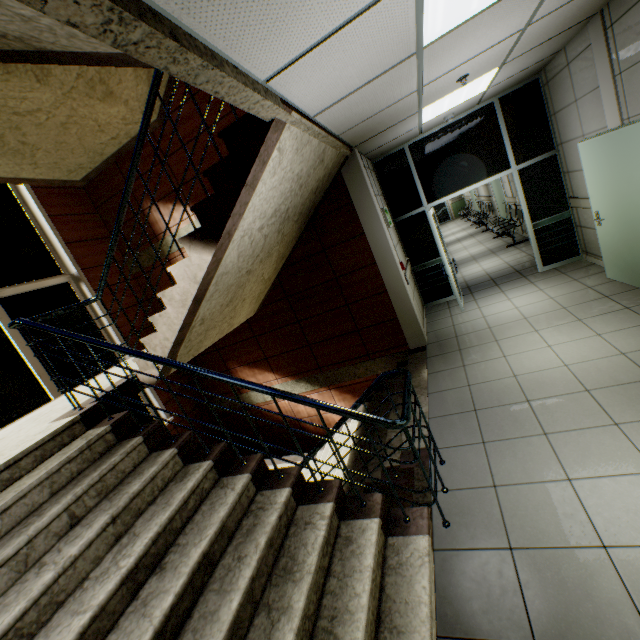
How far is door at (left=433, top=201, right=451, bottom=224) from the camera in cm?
2072

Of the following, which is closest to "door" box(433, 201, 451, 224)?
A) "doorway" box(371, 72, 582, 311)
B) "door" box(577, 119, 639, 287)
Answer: "doorway" box(371, 72, 582, 311)

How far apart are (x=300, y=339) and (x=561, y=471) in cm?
433

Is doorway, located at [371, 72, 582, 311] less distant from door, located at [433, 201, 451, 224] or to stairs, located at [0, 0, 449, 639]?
stairs, located at [0, 0, 449, 639]

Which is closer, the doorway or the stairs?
the stairs

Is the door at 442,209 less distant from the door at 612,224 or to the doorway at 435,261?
the doorway at 435,261

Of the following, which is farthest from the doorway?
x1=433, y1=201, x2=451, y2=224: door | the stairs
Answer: x1=433, y1=201, x2=451, y2=224: door

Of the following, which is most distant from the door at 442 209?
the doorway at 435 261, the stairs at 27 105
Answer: the stairs at 27 105
